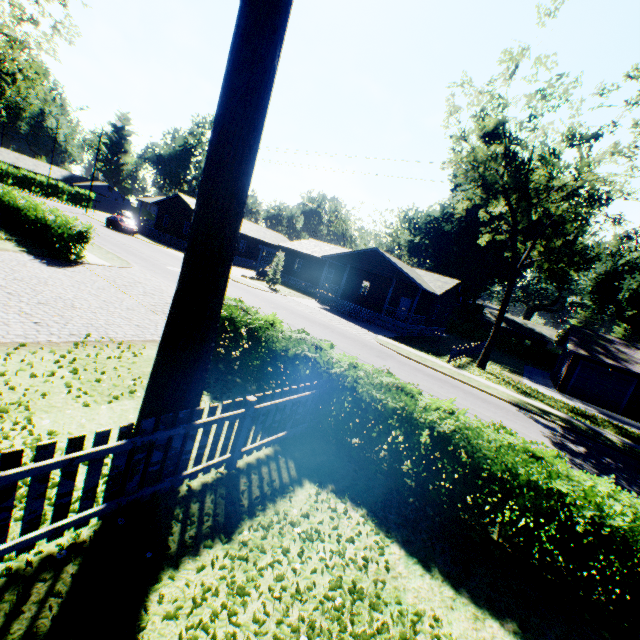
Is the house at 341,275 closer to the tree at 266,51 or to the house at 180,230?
the house at 180,230

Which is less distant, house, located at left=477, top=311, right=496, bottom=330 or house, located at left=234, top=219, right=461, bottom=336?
house, located at left=234, top=219, right=461, bottom=336

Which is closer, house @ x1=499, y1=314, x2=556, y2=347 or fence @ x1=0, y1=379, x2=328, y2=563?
fence @ x1=0, y1=379, x2=328, y2=563

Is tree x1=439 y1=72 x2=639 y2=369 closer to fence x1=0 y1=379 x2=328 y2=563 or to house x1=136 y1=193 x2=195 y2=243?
fence x1=0 y1=379 x2=328 y2=563

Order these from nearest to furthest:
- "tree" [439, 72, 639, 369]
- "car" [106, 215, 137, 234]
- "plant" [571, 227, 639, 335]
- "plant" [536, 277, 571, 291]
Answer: "tree" [439, 72, 639, 369], "car" [106, 215, 137, 234], "plant" [571, 227, 639, 335], "plant" [536, 277, 571, 291]

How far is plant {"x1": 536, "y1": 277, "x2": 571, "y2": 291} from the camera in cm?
5097

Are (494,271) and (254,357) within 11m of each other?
no

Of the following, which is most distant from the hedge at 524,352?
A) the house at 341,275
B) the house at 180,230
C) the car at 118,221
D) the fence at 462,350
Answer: the car at 118,221
